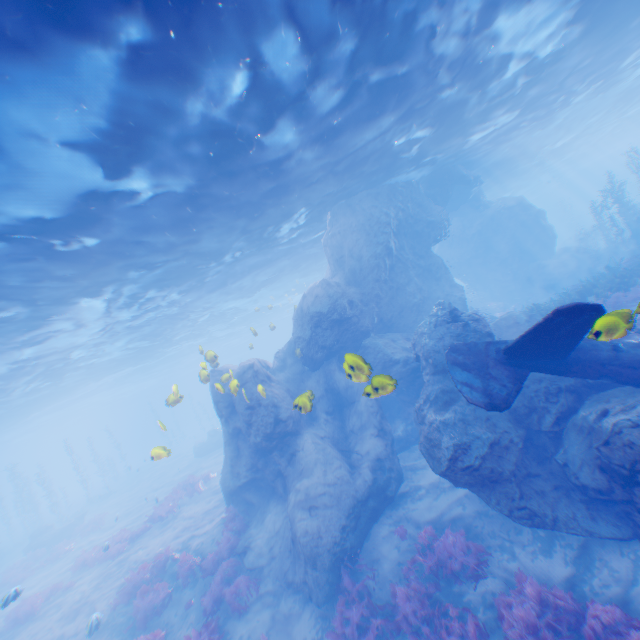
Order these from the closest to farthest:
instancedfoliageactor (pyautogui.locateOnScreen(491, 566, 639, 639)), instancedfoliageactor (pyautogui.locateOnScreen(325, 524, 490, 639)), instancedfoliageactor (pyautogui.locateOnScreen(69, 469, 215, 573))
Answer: instancedfoliageactor (pyautogui.locateOnScreen(491, 566, 639, 639)) < instancedfoliageactor (pyautogui.locateOnScreen(325, 524, 490, 639)) < instancedfoliageactor (pyautogui.locateOnScreen(69, 469, 215, 573))

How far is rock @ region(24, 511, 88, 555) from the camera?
25.42m

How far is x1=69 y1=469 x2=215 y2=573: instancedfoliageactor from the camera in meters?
17.8 m

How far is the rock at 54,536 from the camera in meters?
25.4

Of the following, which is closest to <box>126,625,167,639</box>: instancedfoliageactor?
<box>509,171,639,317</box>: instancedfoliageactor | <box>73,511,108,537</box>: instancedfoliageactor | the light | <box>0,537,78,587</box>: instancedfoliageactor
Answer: the light

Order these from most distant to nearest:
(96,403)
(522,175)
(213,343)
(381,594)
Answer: (96,403)
(213,343)
(522,175)
(381,594)

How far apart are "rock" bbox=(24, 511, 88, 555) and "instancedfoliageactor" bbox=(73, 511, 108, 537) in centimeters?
253cm

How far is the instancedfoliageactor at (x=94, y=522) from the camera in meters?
24.8 m
